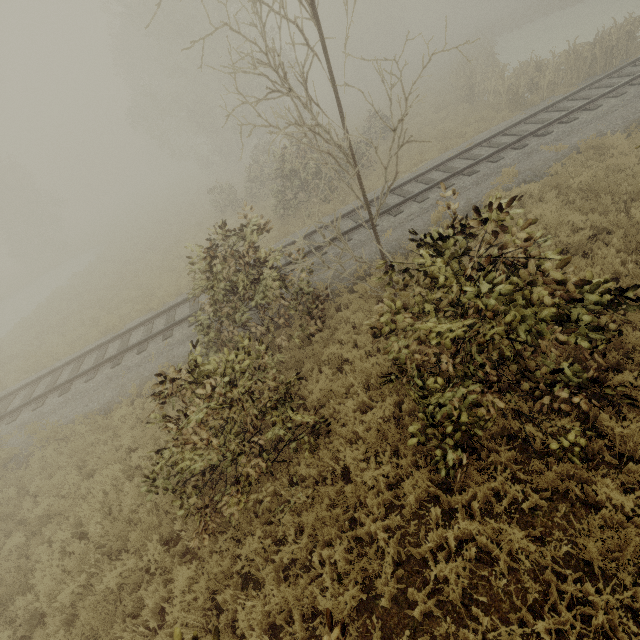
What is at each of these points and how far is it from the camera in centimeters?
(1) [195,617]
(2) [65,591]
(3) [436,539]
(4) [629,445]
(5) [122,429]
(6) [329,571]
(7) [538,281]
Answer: (1) tree, 453cm
(2) tree, 560cm
(3) tree, 431cm
(4) tree, 439cm
(5) tree, 873cm
(6) tree, 461cm
(7) tree, 332cm

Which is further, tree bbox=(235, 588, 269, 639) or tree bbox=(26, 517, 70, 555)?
tree bbox=(26, 517, 70, 555)

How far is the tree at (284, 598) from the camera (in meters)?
4.43

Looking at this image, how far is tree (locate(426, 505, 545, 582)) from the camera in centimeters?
389cm

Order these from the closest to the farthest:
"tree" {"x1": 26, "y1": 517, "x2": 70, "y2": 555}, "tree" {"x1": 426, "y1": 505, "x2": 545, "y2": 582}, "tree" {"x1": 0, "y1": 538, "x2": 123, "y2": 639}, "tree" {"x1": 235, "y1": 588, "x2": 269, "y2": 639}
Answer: "tree" {"x1": 426, "y1": 505, "x2": 545, "y2": 582}
"tree" {"x1": 235, "y1": 588, "x2": 269, "y2": 639}
"tree" {"x1": 0, "y1": 538, "x2": 123, "y2": 639}
"tree" {"x1": 26, "y1": 517, "x2": 70, "y2": 555}

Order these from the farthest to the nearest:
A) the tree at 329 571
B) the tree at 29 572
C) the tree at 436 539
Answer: the tree at 29 572, the tree at 436 539, the tree at 329 571

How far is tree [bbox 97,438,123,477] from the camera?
7.38m
